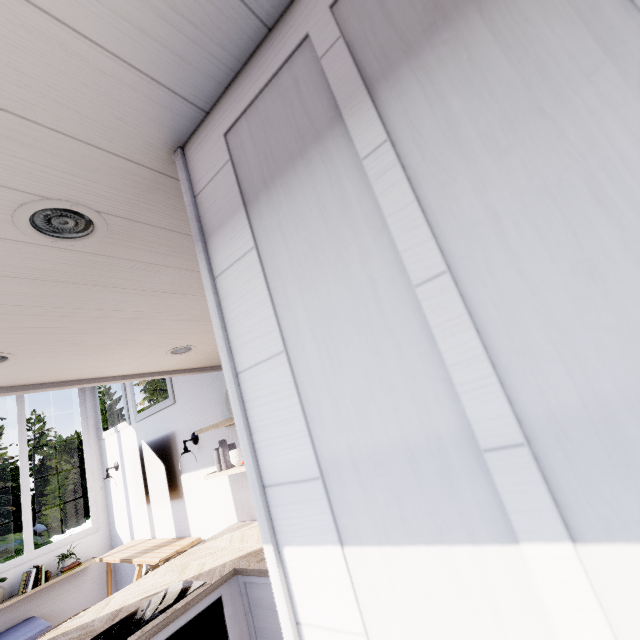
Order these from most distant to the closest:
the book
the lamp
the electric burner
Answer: the book
the electric burner
the lamp

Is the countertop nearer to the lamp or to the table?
the table

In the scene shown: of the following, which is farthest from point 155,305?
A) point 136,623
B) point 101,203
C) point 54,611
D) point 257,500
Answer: point 54,611

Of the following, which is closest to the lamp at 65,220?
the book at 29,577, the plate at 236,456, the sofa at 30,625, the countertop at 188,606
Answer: the countertop at 188,606

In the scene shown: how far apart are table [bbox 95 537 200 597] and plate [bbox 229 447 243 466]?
1.4 meters

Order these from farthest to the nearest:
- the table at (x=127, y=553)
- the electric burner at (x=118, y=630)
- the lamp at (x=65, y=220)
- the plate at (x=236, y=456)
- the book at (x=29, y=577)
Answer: the book at (x=29, y=577) < the table at (x=127, y=553) < the plate at (x=236, y=456) < the electric burner at (x=118, y=630) < the lamp at (x=65, y=220)

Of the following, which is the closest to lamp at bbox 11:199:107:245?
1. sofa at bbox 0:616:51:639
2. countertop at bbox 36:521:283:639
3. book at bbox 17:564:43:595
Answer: countertop at bbox 36:521:283:639

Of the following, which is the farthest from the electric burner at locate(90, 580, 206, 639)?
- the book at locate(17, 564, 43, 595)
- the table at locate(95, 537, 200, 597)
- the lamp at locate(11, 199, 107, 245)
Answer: the book at locate(17, 564, 43, 595)
